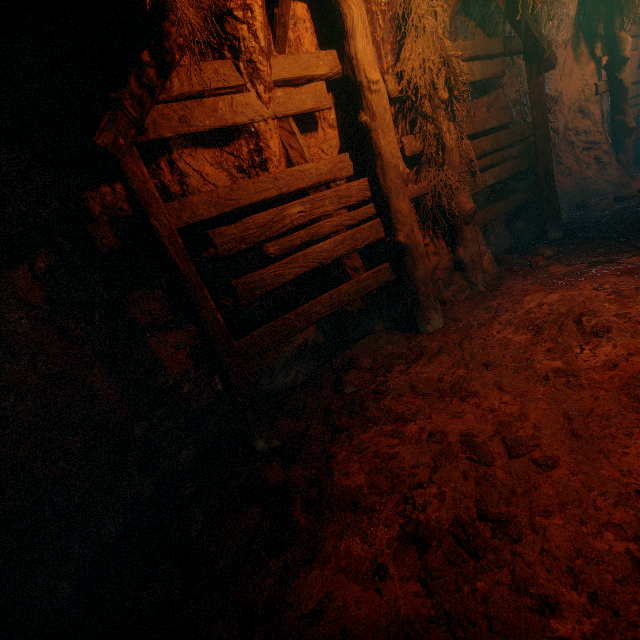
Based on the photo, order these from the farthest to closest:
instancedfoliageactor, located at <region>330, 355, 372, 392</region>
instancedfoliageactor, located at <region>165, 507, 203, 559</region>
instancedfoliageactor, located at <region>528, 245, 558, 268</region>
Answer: instancedfoliageactor, located at <region>528, 245, 558, 268</region>
instancedfoliageactor, located at <region>330, 355, 372, 392</region>
instancedfoliageactor, located at <region>165, 507, 203, 559</region>

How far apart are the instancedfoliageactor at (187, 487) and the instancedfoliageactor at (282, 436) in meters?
0.8 m

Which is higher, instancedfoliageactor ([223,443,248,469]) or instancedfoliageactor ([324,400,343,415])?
instancedfoliageactor ([223,443,248,469])

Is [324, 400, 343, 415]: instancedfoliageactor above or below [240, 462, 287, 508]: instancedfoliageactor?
below

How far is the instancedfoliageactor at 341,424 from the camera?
2.9 meters

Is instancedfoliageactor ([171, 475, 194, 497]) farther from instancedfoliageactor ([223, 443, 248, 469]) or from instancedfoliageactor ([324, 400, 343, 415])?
instancedfoliageactor ([324, 400, 343, 415])

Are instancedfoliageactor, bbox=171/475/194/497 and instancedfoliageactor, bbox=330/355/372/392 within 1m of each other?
no

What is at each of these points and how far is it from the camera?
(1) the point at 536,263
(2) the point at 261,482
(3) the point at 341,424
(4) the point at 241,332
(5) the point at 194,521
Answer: (1) instancedfoliageactor, 4.7 meters
(2) instancedfoliageactor, 2.5 meters
(3) instancedfoliageactor, 2.9 meters
(4) z, 3.7 meters
(5) instancedfoliageactor, 2.5 meters
